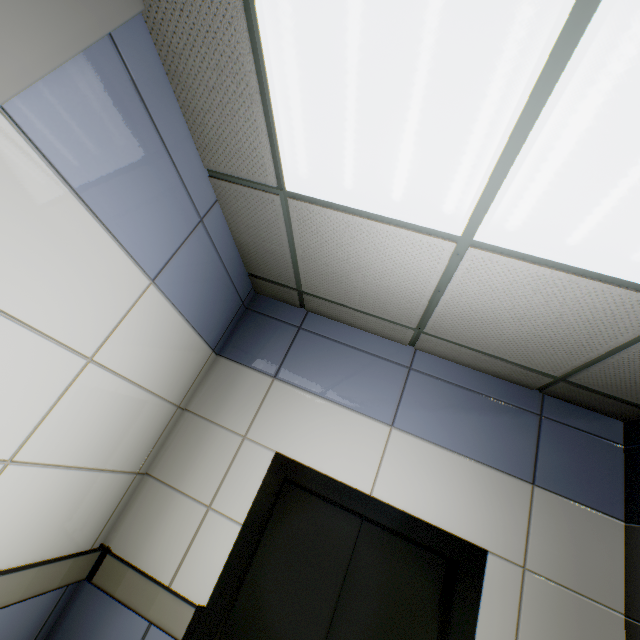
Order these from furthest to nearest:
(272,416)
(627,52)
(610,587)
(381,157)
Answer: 1. (272,416)
2. (610,587)
3. (381,157)
4. (627,52)
